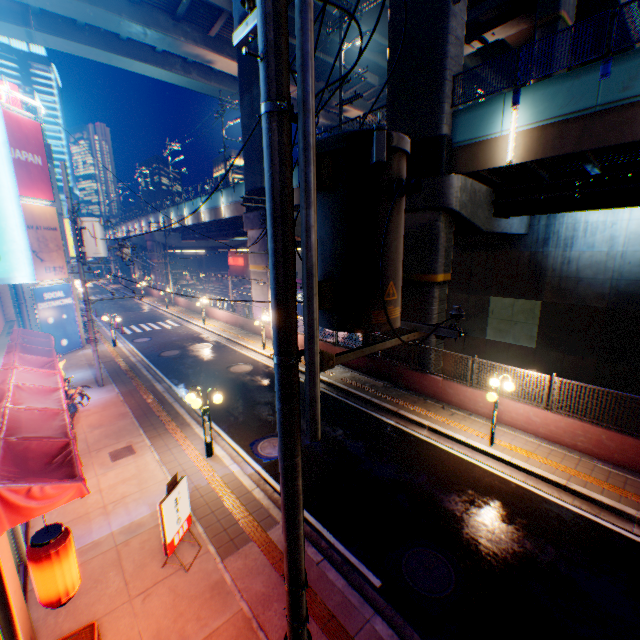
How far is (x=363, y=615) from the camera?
5.64m

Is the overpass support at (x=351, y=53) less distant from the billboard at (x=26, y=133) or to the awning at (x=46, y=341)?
the billboard at (x=26, y=133)

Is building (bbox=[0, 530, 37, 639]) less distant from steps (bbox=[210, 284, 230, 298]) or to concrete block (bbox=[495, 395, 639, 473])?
concrete block (bbox=[495, 395, 639, 473])

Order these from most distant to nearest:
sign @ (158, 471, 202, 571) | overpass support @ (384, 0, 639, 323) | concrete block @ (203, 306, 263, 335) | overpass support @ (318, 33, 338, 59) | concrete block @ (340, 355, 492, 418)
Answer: overpass support @ (318, 33, 338, 59)
concrete block @ (203, 306, 263, 335)
concrete block @ (340, 355, 492, 418)
overpass support @ (384, 0, 639, 323)
sign @ (158, 471, 202, 571)

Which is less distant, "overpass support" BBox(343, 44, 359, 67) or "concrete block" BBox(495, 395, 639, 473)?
"concrete block" BBox(495, 395, 639, 473)

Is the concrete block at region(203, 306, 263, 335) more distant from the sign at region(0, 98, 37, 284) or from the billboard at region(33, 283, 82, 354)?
the sign at region(0, 98, 37, 284)

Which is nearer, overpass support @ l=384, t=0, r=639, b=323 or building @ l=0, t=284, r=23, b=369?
building @ l=0, t=284, r=23, b=369

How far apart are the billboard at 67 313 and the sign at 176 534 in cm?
1788
